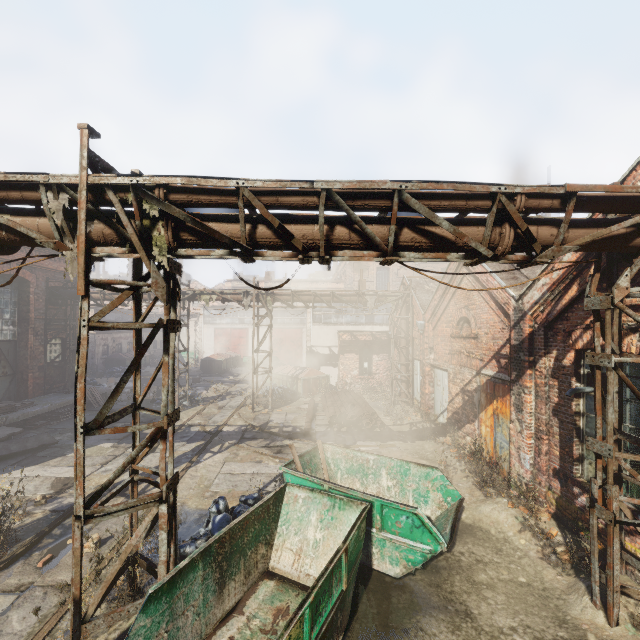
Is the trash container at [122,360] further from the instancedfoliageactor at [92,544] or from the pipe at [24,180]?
the instancedfoliageactor at [92,544]

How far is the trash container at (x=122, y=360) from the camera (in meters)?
30.58

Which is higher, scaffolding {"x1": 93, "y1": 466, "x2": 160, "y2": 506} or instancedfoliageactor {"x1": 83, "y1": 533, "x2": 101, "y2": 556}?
scaffolding {"x1": 93, "y1": 466, "x2": 160, "y2": 506}

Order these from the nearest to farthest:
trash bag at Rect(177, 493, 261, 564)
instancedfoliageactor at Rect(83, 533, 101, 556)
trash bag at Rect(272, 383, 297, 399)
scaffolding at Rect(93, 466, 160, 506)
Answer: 1. scaffolding at Rect(93, 466, 160, 506)
2. instancedfoliageactor at Rect(83, 533, 101, 556)
3. trash bag at Rect(177, 493, 261, 564)
4. trash bag at Rect(272, 383, 297, 399)

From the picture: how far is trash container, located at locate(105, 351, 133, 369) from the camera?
30.6m

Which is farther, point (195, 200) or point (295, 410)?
point (295, 410)

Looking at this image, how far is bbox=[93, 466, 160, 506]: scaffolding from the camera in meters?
4.6

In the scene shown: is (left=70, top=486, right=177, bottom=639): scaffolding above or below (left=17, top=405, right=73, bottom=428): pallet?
above
